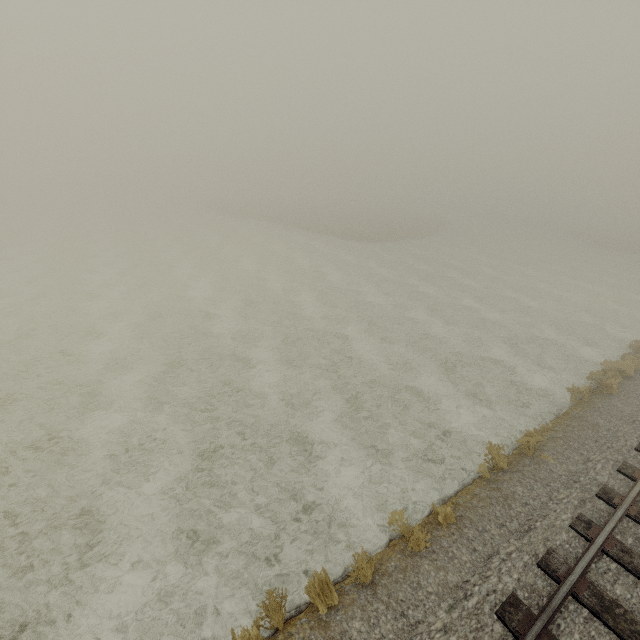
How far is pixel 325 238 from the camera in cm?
4006
